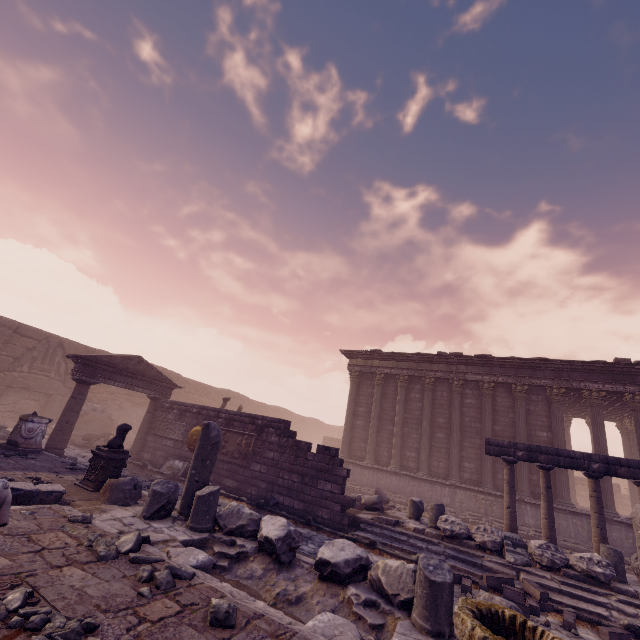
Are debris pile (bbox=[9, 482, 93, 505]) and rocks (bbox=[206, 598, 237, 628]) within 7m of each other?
yes

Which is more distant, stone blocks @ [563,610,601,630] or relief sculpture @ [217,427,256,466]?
relief sculpture @ [217,427,256,466]

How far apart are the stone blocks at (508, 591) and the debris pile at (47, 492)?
8.1m

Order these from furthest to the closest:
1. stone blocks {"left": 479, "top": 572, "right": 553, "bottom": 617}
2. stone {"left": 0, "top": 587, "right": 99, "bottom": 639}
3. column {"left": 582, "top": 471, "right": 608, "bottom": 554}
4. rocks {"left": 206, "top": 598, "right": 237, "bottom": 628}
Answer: column {"left": 582, "top": 471, "right": 608, "bottom": 554}, stone blocks {"left": 479, "top": 572, "right": 553, "bottom": 617}, rocks {"left": 206, "top": 598, "right": 237, "bottom": 628}, stone {"left": 0, "top": 587, "right": 99, "bottom": 639}

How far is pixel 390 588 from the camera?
4.25m

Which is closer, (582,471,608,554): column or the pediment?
(582,471,608,554): column

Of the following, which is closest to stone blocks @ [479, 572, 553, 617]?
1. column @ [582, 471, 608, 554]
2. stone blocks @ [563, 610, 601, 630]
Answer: stone blocks @ [563, 610, 601, 630]

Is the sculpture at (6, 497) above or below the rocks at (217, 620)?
above
